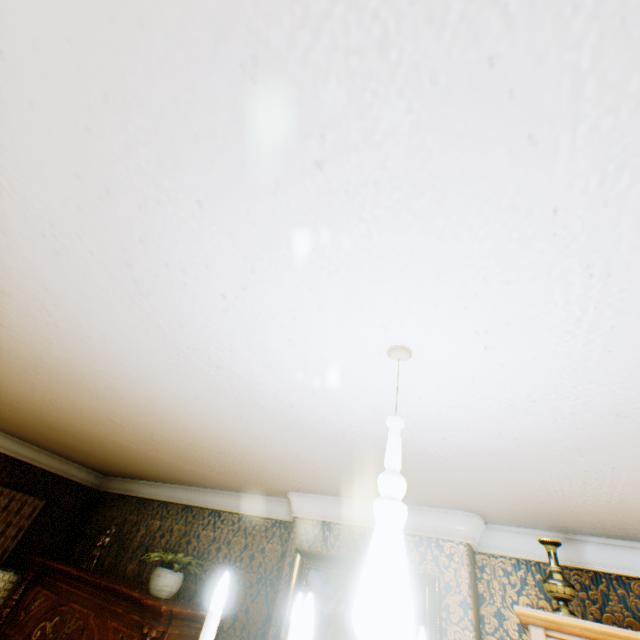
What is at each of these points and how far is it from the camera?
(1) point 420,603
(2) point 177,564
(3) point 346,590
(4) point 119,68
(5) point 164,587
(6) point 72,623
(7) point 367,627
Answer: (1) painting, 2.6m
(2) plant, 3.4m
(3) painting, 2.9m
(4) building, 0.8m
(5) flower pot, 3.4m
(6) piano, 3.3m
(7) ceiling light, 0.8m

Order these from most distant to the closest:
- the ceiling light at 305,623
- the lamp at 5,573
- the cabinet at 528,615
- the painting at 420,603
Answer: the lamp at 5,573 → the painting at 420,603 → the cabinet at 528,615 → the ceiling light at 305,623

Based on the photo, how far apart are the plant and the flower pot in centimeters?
6cm

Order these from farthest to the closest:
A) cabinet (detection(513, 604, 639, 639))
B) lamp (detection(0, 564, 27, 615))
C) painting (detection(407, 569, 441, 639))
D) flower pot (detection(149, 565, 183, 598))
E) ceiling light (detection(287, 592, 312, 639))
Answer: lamp (detection(0, 564, 27, 615)) < flower pot (detection(149, 565, 183, 598)) < painting (detection(407, 569, 441, 639)) < cabinet (detection(513, 604, 639, 639)) < ceiling light (detection(287, 592, 312, 639))

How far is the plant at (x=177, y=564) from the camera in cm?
340

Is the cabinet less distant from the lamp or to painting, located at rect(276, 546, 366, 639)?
painting, located at rect(276, 546, 366, 639)

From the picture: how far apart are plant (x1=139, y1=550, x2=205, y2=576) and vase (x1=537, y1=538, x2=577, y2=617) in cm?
337

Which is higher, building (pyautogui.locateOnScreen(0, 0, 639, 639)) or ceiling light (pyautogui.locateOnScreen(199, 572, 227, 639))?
building (pyautogui.locateOnScreen(0, 0, 639, 639))
